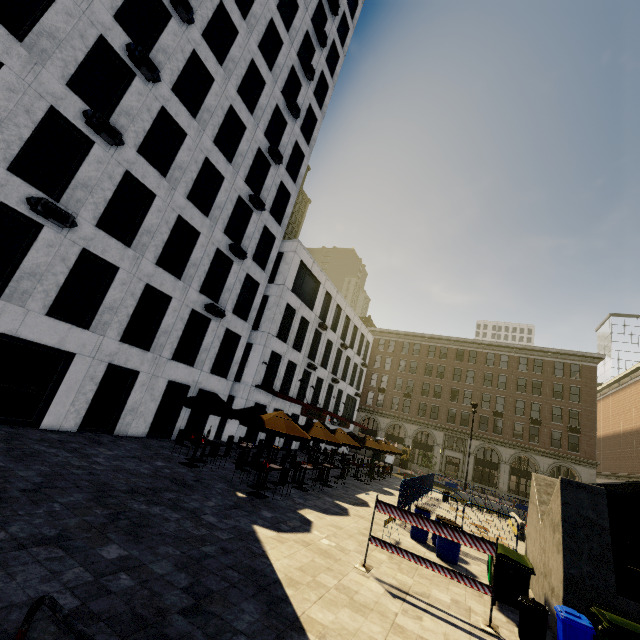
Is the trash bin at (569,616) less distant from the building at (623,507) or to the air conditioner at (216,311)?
the air conditioner at (216,311)

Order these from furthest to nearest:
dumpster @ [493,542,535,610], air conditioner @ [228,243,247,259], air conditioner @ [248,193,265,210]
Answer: air conditioner @ [248,193,265,210]
air conditioner @ [228,243,247,259]
dumpster @ [493,542,535,610]

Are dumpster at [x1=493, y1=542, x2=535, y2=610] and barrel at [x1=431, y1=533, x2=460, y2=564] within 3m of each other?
yes

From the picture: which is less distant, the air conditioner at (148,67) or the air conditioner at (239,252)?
the air conditioner at (148,67)

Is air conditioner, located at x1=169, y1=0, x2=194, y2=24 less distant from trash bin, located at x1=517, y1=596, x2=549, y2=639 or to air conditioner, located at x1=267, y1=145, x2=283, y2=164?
air conditioner, located at x1=267, y1=145, x2=283, y2=164

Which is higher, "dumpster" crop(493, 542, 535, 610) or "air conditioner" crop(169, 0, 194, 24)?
"air conditioner" crop(169, 0, 194, 24)

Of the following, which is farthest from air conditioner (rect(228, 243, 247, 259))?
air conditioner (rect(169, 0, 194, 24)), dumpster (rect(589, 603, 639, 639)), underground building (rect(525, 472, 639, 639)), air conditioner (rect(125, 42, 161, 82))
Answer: dumpster (rect(589, 603, 639, 639))

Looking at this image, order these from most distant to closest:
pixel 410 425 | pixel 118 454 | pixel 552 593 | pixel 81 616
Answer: pixel 410 425 < pixel 118 454 < pixel 552 593 < pixel 81 616
